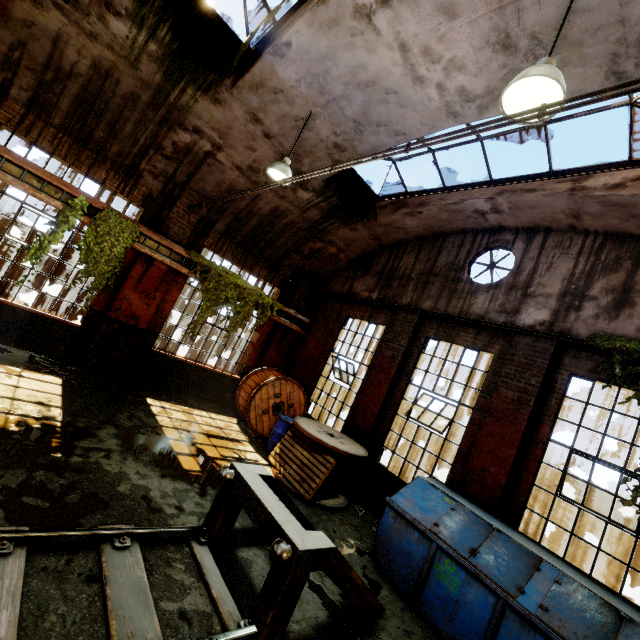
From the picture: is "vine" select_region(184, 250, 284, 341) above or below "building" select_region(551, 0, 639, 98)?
below

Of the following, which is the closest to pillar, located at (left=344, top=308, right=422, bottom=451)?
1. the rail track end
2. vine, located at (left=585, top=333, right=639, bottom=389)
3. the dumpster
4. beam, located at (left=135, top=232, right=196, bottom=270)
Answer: the dumpster

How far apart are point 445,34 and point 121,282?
8.9 meters

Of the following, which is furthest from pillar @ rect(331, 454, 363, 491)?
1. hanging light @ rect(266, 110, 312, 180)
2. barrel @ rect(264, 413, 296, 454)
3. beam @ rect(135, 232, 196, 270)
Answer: beam @ rect(135, 232, 196, 270)

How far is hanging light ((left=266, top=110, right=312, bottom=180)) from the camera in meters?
6.5 m

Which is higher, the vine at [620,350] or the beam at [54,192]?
the vine at [620,350]

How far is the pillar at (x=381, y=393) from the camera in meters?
8.4

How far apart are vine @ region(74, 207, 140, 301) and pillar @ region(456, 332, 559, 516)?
9.0m
